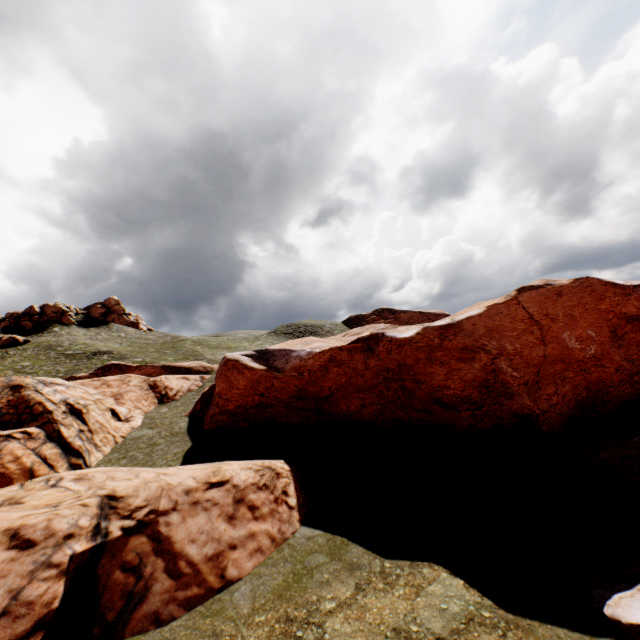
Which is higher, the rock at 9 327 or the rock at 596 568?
the rock at 9 327

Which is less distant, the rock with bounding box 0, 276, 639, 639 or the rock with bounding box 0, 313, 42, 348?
the rock with bounding box 0, 276, 639, 639

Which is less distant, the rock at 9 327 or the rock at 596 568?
the rock at 596 568

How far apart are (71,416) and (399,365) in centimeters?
2119cm

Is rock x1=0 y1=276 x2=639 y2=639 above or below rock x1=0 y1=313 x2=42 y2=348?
below
